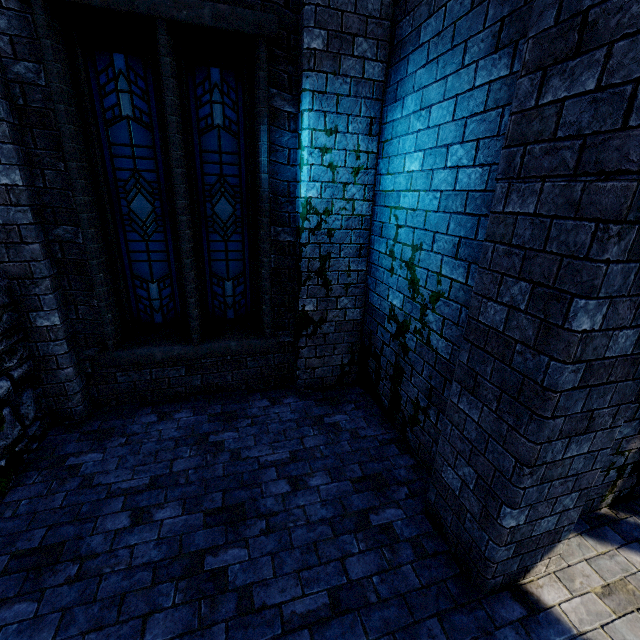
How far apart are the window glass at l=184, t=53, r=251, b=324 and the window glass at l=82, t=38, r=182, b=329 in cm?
22

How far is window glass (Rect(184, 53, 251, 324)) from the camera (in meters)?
3.81

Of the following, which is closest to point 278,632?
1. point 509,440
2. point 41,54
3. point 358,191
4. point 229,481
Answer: point 229,481

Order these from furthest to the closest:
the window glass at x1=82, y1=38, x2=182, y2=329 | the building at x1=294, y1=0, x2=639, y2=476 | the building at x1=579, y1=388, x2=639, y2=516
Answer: the window glass at x1=82, y1=38, x2=182, y2=329 → the building at x1=579, y1=388, x2=639, y2=516 → the building at x1=294, y1=0, x2=639, y2=476

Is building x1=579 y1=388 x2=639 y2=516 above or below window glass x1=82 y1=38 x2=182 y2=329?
below

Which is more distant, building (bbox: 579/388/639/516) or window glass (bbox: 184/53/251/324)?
window glass (bbox: 184/53/251/324)

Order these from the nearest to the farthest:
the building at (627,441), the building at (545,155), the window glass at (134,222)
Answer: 1. the building at (545,155)
2. the building at (627,441)
3. the window glass at (134,222)

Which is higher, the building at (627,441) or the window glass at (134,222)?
the window glass at (134,222)
